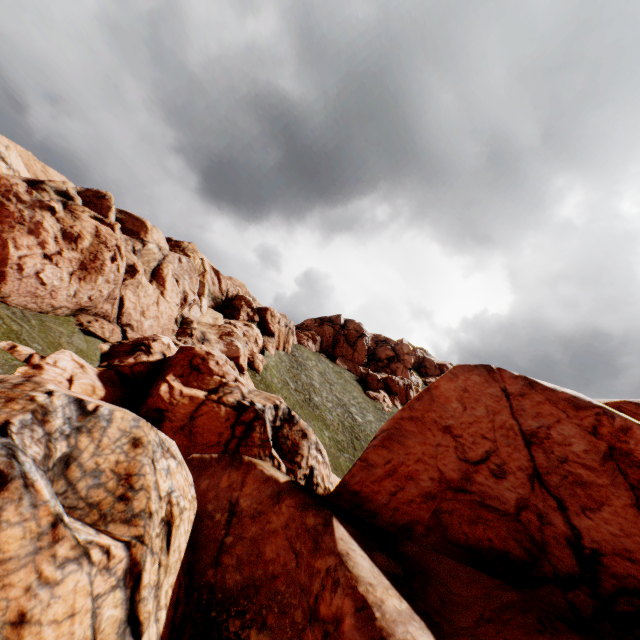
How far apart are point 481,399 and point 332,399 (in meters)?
30.38
